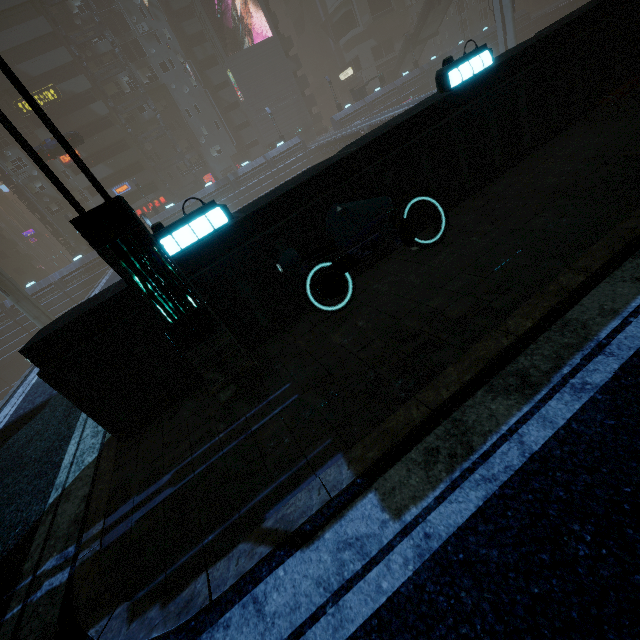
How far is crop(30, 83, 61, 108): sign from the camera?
39.0m

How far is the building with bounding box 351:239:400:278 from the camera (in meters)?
6.14

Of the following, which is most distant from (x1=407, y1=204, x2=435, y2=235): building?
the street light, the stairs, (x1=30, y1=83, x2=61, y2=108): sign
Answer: the stairs

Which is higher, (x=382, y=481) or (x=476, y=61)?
(x=476, y=61)

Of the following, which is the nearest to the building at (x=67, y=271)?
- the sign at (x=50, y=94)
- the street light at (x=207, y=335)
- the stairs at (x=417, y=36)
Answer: the sign at (x=50, y=94)

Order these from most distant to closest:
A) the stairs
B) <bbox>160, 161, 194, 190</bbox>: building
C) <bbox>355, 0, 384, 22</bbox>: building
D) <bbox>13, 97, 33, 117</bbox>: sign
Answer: <bbox>355, 0, 384, 22</bbox>: building < <bbox>160, 161, 194, 190</bbox>: building < the stairs < <bbox>13, 97, 33, 117</bbox>: sign

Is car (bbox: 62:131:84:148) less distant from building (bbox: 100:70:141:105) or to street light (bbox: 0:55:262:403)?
building (bbox: 100:70:141:105)

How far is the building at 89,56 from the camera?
41.91m
